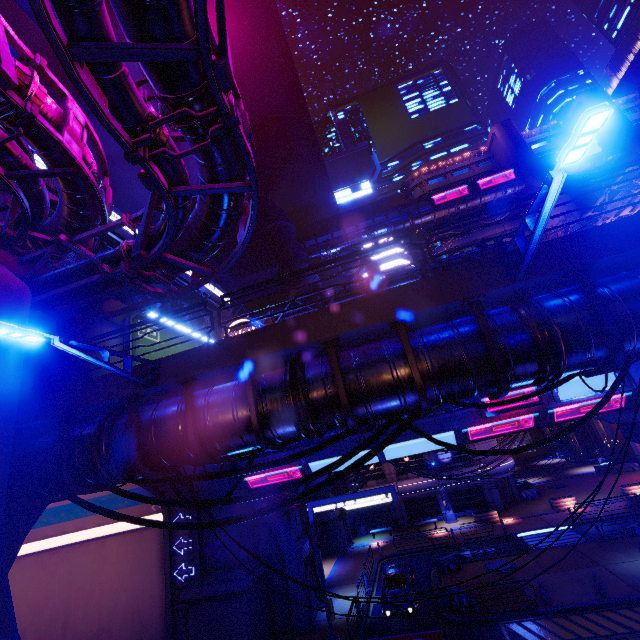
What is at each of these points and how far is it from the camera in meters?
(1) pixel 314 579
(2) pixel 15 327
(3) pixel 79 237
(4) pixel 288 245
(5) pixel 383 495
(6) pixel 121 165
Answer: (1) pillar, 22.9
(2) street light, 4.9
(3) pipe, 11.1
(4) building, 50.9
(5) sign, 18.3
(6) building, 28.6

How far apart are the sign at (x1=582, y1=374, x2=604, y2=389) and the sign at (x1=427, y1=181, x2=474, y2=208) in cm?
4401

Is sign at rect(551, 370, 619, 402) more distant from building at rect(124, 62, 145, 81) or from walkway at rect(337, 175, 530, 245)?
walkway at rect(337, 175, 530, 245)

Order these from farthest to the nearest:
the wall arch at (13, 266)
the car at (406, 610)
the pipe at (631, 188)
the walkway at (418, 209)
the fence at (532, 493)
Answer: the walkway at (418, 209) → the fence at (532, 493) → the pipe at (631, 188) → the car at (406, 610) → the wall arch at (13, 266)

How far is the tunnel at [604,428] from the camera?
40.6 meters

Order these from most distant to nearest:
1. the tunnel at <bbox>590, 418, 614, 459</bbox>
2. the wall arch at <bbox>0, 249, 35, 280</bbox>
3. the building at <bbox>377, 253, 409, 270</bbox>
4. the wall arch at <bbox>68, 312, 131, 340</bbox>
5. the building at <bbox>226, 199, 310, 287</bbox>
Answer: the building at <bbox>377, 253, 409, 270</bbox> → the building at <bbox>226, 199, 310, 287</bbox> → the tunnel at <bbox>590, 418, 614, 459</bbox> → the wall arch at <bbox>68, 312, 131, 340</bbox> → the wall arch at <bbox>0, 249, 35, 280</bbox>

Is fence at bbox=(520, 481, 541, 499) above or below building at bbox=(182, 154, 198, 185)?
below

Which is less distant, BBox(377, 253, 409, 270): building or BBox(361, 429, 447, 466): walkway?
BBox(361, 429, 447, 466): walkway
